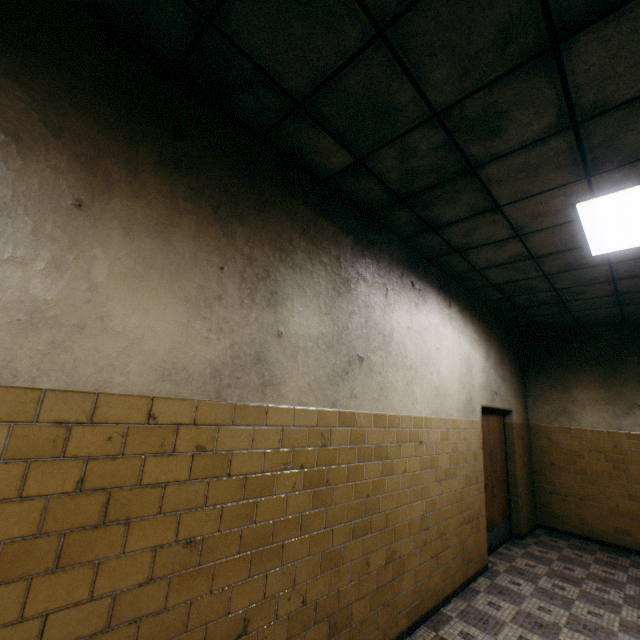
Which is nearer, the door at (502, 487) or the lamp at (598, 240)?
the lamp at (598, 240)

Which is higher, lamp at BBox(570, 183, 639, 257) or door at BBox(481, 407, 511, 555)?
lamp at BBox(570, 183, 639, 257)

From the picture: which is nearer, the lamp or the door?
the lamp

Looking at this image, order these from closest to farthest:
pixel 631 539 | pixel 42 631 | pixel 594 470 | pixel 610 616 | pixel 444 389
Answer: pixel 42 631 < pixel 610 616 < pixel 444 389 < pixel 631 539 < pixel 594 470

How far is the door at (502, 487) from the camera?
5.2 meters

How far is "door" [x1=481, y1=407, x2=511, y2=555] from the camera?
5.2m
